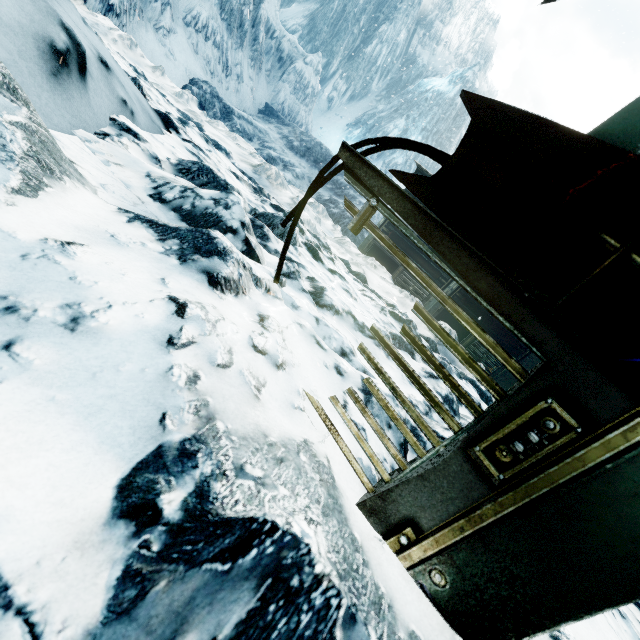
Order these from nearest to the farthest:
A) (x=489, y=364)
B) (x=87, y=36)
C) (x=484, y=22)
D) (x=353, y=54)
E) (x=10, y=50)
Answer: (x=10, y=50) < (x=87, y=36) < (x=489, y=364) < (x=353, y=54) < (x=484, y=22)
